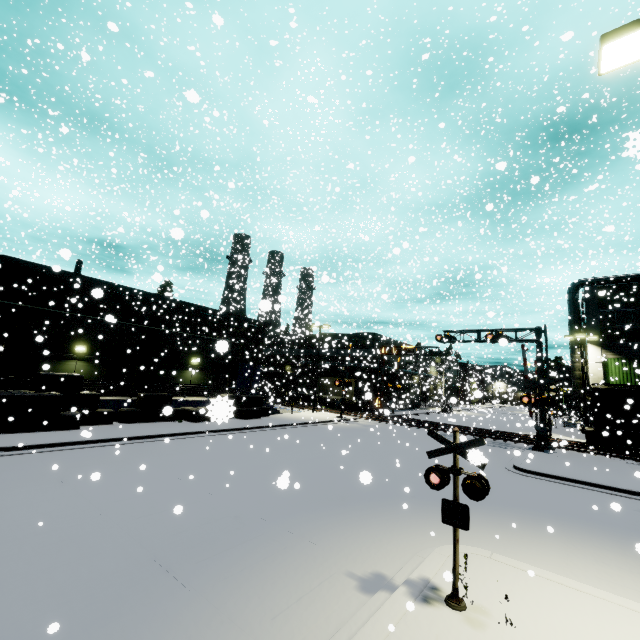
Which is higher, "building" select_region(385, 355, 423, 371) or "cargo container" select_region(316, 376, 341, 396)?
"building" select_region(385, 355, 423, 371)

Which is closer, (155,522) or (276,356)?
(155,522)

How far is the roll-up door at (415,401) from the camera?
45.9 meters

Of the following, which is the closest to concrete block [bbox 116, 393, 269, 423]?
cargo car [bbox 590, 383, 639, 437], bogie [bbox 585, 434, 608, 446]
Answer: cargo car [bbox 590, 383, 639, 437]

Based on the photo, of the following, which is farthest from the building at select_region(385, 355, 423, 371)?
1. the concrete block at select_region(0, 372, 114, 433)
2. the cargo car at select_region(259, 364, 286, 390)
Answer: the cargo car at select_region(259, 364, 286, 390)

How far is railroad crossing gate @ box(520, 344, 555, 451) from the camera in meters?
22.5

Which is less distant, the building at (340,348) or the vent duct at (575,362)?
the vent duct at (575,362)

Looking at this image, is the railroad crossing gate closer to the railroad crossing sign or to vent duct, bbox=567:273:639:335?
vent duct, bbox=567:273:639:335
